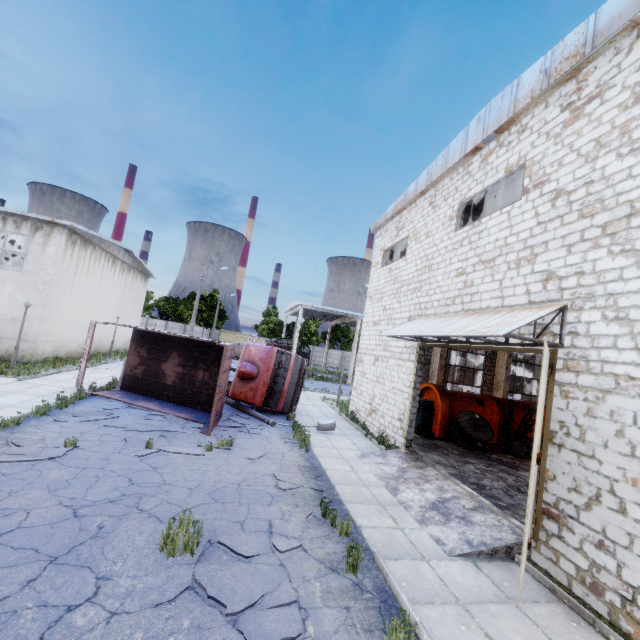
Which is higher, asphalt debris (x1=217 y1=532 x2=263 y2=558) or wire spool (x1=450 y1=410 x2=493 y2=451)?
wire spool (x1=450 y1=410 x2=493 y2=451)

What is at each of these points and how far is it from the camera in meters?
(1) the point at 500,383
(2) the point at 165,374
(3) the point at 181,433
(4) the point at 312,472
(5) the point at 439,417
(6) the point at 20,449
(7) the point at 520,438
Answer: (1) column beam, 19.8 m
(2) truck dump body, 14.3 m
(3) asphalt debris, 10.5 m
(4) asphalt debris, 9.1 m
(5) cable machine, 14.3 m
(6) asphalt debris, 7.6 m
(7) forklift, 13.6 m

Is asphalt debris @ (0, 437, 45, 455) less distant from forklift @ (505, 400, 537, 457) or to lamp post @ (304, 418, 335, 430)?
lamp post @ (304, 418, 335, 430)

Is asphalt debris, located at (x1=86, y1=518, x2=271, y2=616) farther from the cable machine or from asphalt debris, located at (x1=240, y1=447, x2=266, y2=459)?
the cable machine

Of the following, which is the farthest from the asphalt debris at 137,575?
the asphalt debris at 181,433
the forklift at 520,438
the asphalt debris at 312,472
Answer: the forklift at 520,438

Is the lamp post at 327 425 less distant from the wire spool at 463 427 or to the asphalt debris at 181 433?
the asphalt debris at 181 433

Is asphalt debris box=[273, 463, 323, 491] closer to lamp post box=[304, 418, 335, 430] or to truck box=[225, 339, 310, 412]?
lamp post box=[304, 418, 335, 430]

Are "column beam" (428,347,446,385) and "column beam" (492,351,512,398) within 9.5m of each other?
yes
